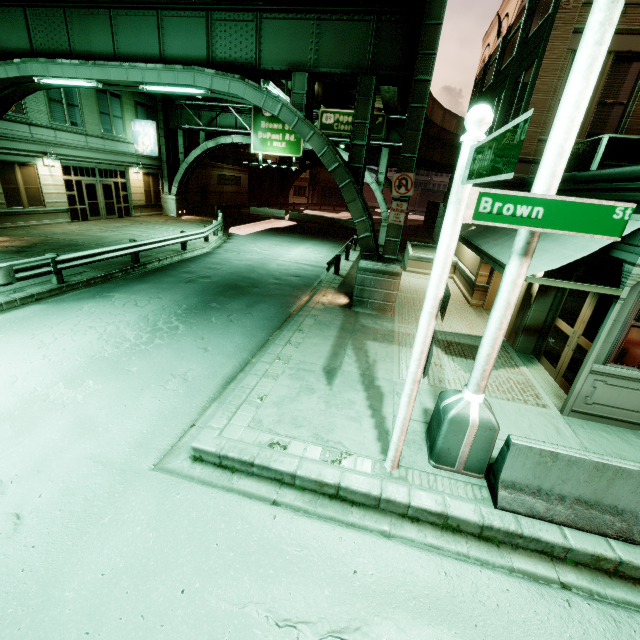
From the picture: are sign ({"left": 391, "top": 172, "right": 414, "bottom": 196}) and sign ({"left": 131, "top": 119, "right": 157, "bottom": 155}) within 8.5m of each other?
no

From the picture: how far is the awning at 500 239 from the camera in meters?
7.5

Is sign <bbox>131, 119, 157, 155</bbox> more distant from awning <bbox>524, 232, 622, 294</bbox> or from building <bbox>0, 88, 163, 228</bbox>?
awning <bbox>524, 232, 622, 294</bbox>

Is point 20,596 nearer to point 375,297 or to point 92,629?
point 92,629

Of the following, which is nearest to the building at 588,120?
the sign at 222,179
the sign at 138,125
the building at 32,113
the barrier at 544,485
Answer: the barrier at 544,485

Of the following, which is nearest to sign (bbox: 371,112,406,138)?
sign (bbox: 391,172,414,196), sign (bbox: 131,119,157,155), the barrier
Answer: sign (bbox: 131,119,157,155)

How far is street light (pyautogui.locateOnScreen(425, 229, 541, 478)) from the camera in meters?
4.0 m

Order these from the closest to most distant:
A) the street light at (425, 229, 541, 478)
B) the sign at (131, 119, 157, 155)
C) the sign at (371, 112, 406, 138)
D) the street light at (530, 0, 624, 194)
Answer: the street light at (530, 0, 624, 194) → the street light at (425, 229, 541, 478) → the sign at (371, 112, 406, 138) → the sign at (131, 119, 157, 155)
